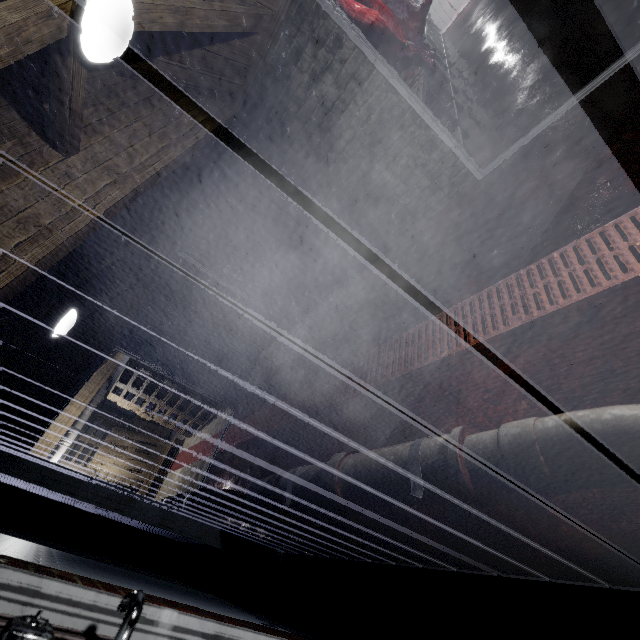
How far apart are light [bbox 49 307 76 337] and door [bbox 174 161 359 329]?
1.5 meters

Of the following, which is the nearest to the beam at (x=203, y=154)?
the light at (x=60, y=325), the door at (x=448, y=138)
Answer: the light at (x=60, y=325)

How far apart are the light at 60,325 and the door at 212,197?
1.5m

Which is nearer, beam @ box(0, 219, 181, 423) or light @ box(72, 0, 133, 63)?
light @ box(72, 0, 133, 63)

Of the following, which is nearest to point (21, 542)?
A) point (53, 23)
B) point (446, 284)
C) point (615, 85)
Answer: point (53, 23)

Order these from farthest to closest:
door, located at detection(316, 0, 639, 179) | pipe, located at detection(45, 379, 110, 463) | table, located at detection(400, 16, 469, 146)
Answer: pipe, located at detection(45, 379, 110, 463), table, located at detection(400, 16, 469, 146), door, located at detection(316, 0, 639, 179)

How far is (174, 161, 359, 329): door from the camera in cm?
363

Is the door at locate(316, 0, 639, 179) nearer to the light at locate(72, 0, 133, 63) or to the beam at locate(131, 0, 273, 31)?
the beam at locate(131, 0, 273, 31)
